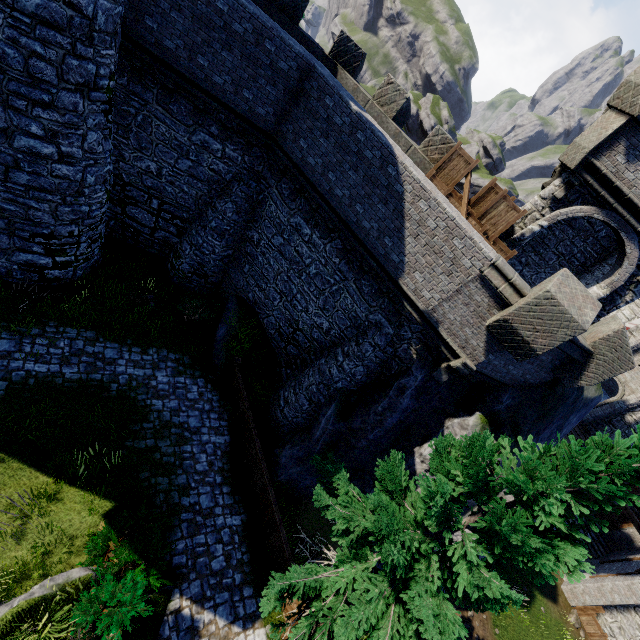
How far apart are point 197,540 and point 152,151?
13.36m

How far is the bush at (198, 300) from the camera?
14.36m

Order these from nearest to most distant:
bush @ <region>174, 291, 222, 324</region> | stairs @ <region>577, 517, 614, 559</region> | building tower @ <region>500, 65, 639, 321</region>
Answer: building tower @ <region>500, 65, 639, 321</region>
bush @ <region>174, 291, 222, 324</region>
stairs @ <region>577, 517, 614, 559</region>

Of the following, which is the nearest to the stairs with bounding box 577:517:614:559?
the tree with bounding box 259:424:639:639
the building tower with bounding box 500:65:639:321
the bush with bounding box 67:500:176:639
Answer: the building tower with bounding box 500:65:639:321

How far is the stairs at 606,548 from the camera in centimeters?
2230cm

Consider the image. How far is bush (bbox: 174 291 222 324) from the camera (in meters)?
14.36

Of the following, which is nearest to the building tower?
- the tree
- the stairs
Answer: the tree

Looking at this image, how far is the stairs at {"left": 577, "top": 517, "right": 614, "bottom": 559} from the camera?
22.30m
